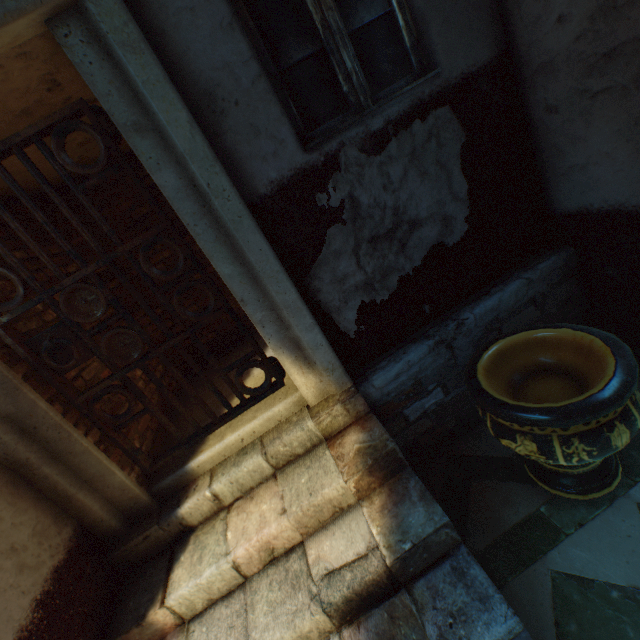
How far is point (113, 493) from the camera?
2.1 meters

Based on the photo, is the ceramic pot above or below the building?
below

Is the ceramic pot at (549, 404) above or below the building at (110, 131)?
below
